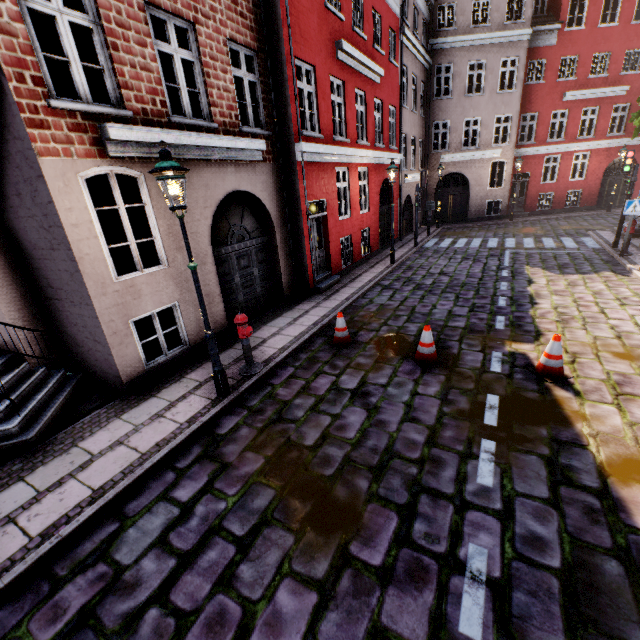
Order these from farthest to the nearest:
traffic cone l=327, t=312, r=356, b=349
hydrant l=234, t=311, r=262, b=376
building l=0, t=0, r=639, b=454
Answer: traffic cone l=327, t=312, r=356, b=349 → hydrant l=234, t=311, r=262, b=376 → building l=0, t=0, r=639, b=454

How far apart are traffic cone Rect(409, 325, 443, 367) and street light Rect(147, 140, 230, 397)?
3.6 meters

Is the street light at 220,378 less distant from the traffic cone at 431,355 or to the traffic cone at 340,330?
the traffic cone at 340,330

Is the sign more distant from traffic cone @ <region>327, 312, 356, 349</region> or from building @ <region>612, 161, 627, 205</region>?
traffic cone @ <region>327, 312, 356, 349</region>

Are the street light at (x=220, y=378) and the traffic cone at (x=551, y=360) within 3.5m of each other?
no

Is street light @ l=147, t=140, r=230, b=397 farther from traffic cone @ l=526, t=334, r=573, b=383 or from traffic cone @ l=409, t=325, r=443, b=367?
traffic cone @ l=526, t=334, r=573, b=383

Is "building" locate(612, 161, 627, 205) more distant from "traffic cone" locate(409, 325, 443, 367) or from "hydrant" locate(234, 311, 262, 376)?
"traffic cone" locate(409, 325, 443, 367)

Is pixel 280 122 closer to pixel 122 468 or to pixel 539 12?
pixel 122 468
